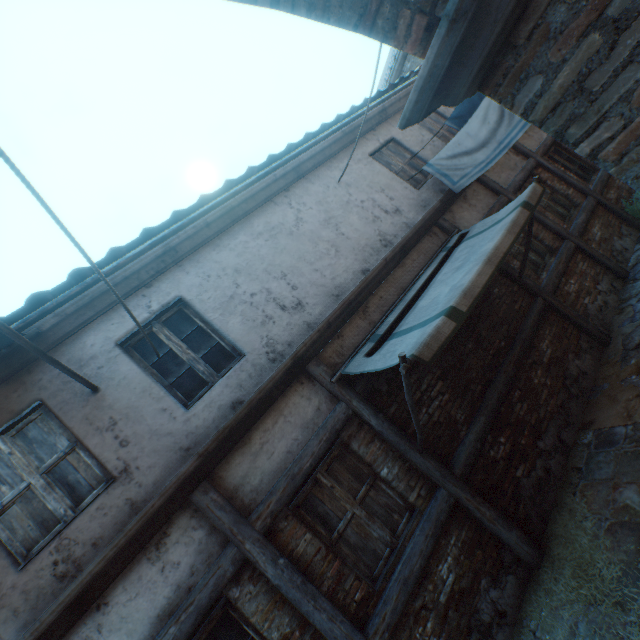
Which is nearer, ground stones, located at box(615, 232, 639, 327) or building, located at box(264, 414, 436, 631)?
building, located at box(264, 414, 436, 631)

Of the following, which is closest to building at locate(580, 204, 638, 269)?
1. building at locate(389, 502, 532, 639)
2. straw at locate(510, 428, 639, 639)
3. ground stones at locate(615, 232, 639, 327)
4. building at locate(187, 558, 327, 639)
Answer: A: ground stones at locate(615, 232, 639, 327)

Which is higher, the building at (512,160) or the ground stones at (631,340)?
the building at (512,160)

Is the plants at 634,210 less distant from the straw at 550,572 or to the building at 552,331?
the building at 552,331

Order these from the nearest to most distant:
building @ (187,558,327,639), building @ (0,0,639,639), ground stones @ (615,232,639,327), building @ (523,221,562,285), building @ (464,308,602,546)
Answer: building @ (0,0,639,639) < building @ (187,558,327,639) < building @ (464,308,602,546) < ground stones @ (615,232,639,327) < building @ (523,221,562,285)

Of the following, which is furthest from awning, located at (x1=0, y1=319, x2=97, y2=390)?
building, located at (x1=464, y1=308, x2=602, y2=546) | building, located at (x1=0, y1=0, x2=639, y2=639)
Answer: building, located at (x1=464, y1=308, x2=602, y2=546)

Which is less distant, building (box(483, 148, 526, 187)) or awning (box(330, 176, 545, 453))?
awning (box(330, 176, 545, 453))

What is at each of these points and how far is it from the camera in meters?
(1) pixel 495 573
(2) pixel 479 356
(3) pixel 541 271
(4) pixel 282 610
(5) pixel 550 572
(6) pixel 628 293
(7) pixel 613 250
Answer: (1) building, 3.8 m
(2) building, 5.2 m
(3) building, 6.5 m
(4) building, 3.3 m
(5) straw, 3.7 m
(6) ground stones, 6.2 m
(7) building, 7.1 m
